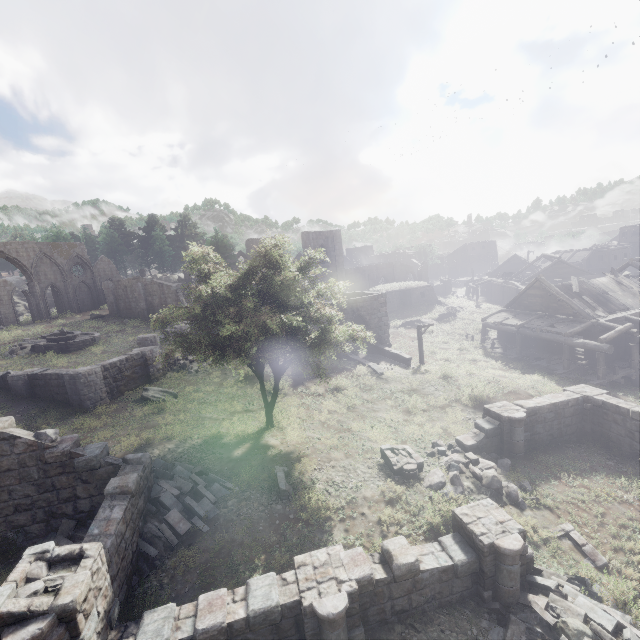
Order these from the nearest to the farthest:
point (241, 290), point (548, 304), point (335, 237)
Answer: point (241, 290) < point (548, 304) < point (335, 237)

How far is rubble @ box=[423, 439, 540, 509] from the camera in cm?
1171

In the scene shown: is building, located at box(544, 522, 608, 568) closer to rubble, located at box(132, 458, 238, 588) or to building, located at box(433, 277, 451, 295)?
rubble, located at box(132, 458, 238, 588)

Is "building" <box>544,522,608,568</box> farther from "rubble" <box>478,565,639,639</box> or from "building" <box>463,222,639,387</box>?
"building" <box>463,222,639,387</box>

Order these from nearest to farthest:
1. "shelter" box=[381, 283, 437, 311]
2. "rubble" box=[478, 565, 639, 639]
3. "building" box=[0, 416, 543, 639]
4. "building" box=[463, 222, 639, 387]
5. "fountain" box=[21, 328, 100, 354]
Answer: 1. "building" box=[0, 416, 543, 639]
2. "rubble" box=[478, 565, 639, 639]
3. "building" box=[463, 222, 639, 387]
4. "fountain" box=[21, 328, 100, 354]
5. "shelter" box=[381, 283, 437, 311]

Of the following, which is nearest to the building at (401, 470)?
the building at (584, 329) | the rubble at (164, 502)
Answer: the rubble at (164, 502)

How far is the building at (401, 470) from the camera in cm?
1290

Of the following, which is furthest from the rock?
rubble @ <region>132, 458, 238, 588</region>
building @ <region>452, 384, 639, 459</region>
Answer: building @ <region>452, 384, 639, 459</region>
